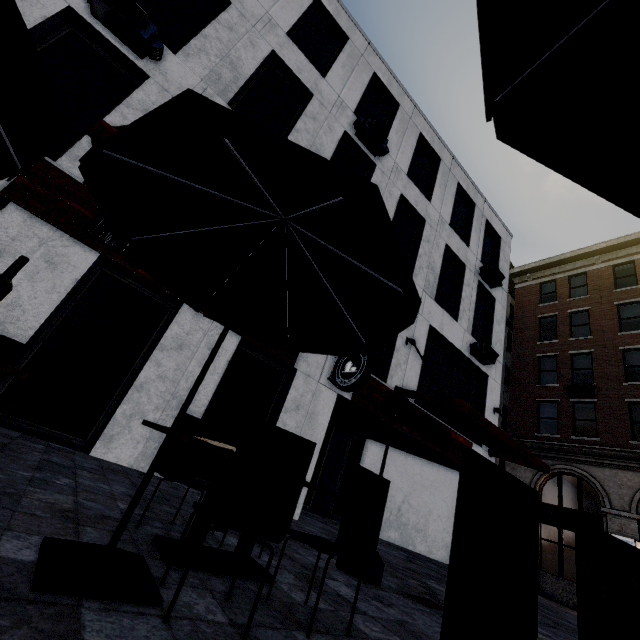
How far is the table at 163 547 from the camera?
2.4m

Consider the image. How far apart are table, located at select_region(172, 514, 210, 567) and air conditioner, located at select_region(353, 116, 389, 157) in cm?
1100

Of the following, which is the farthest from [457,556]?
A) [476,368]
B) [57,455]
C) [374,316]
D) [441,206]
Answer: [441,206]

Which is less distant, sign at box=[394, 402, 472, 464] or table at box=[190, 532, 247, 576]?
table at box=[190, 532, 247, 576]

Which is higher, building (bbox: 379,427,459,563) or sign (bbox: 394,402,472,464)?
sign (bbox: 394,402,472,464)

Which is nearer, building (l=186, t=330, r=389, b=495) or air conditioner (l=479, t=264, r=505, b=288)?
building (l=186, t=330, r=389, b=495)

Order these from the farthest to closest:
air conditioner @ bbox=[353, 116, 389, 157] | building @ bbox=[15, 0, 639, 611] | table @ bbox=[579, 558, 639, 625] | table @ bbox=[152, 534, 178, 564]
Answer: air conditioner @ bbox=[353, 116, 389, 157], building @ bbox=[15, 0, 639, 611], table @ bbox=[152, 534, 178, 564], table @ bbox=[579, 558, 639, 625]

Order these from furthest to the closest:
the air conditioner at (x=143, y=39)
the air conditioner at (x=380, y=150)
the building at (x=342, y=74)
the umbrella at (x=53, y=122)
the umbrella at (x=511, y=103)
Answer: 1. the air conditioner at (x=380, y=150)
2. the building at (x=342, y=74)
3. the air conditioner at (x=143, y=39)
4. the umbrella at (x=53, y=122)
5. the umbrella at (x=511, y=103)
